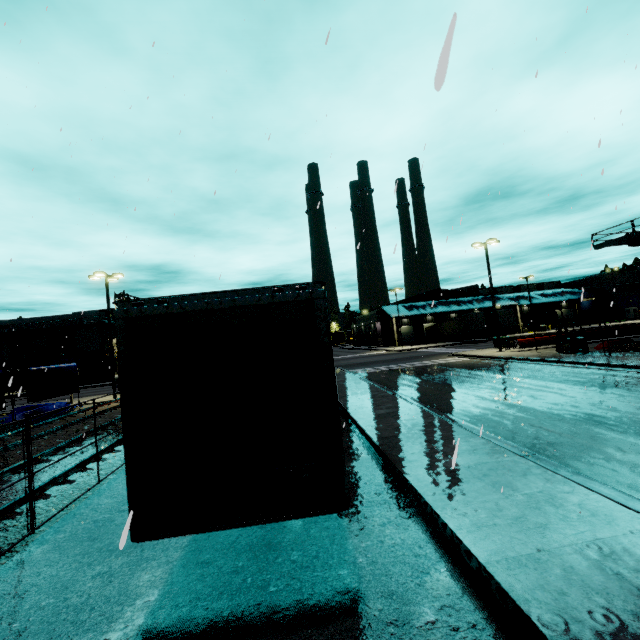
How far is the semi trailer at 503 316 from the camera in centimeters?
4838cm

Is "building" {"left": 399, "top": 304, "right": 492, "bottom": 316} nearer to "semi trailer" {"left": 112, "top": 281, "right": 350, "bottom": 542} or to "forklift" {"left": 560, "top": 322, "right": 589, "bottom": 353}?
"semi trailer" {"left": 112, "top": 281, "right": 350, "bottom": 542}

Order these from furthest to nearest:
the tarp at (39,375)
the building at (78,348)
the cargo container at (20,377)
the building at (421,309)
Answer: the building at (421,309) < the building at (78,348) < the cargo container at (20,377) < the tarp at (39,375)

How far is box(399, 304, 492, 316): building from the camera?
57.2 meters

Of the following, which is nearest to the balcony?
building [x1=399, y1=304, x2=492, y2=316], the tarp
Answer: building [x1=399, y1=304, x2=492, y2=316]

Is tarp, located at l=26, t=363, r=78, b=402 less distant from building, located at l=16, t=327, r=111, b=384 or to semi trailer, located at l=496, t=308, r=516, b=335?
semi trailer, located at l=496, t=308, r=516, b=335

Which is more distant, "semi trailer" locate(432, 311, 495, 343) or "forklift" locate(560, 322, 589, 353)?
"semi trailer" locate(432, 311, 495, 343)

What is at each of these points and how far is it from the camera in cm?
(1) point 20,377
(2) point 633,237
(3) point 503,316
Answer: (1) cargo container, 4050
(2) balcony, 2209
(3) semi trailer, 4856
